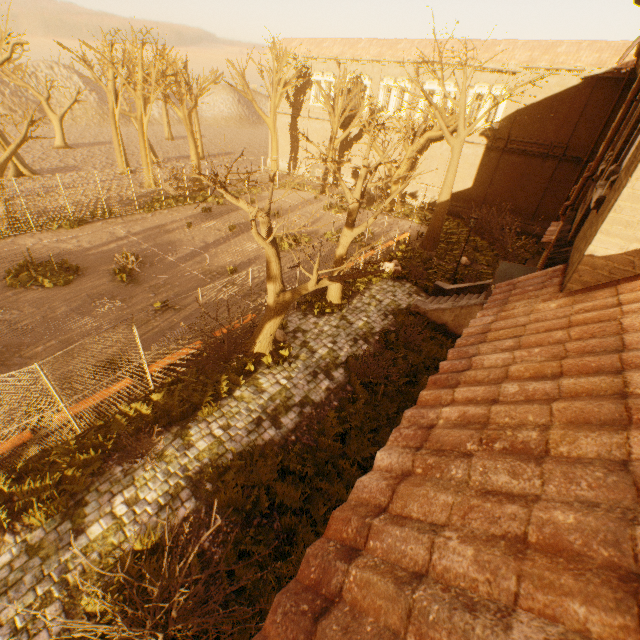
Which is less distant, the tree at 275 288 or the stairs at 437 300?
the tree at 275 288

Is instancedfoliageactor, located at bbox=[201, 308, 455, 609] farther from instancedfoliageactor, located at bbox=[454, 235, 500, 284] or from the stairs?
instancedfoliageactor, located at bbox=[454, 235, 500, 284]

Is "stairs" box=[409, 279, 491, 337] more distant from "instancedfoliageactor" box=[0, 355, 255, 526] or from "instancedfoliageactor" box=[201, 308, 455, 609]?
"instancedfoliageactor" box=[0, 355, 255, 526]

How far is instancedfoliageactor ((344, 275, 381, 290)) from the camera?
16.55m

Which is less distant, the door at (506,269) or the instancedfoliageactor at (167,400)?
the instancedfoliageactor at (167,400)

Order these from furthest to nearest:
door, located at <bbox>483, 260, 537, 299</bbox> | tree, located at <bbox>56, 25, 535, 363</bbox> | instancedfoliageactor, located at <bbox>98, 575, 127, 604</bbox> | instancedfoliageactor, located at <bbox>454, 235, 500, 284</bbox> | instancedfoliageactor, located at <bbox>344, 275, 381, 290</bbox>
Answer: instancedfoliageactor, located at <bbox>454, 235, 500, 284</bbox> → instancedfoliageactor, located at <bbox>344, 275, 381, 290</bbox> → door, located at <bbox>483, 260, 537, 299</bbox> → tree, located at <bbox>56, 25, 535, 363</bbox> → instancedfoliageactor, located at <bbox>98, 575, 127, 604</bbox>

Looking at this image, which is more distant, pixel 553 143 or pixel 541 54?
pixel 553 143

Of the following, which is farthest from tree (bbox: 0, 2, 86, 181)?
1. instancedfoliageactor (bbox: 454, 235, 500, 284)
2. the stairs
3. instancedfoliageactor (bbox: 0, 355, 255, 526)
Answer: the stairs
